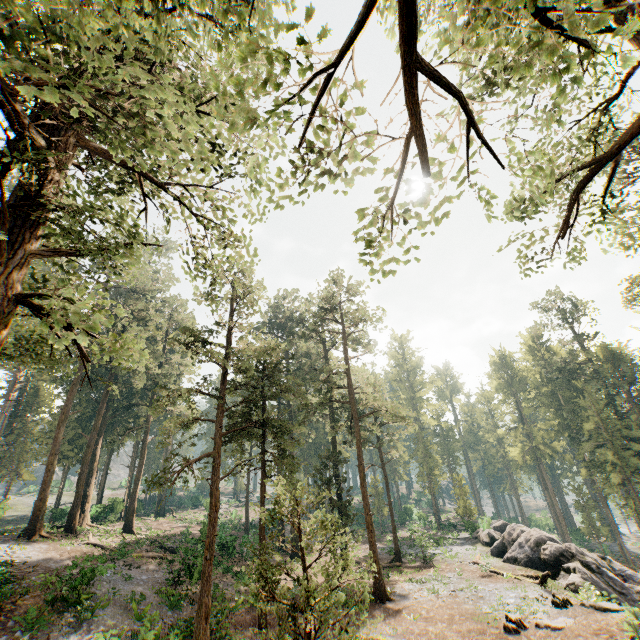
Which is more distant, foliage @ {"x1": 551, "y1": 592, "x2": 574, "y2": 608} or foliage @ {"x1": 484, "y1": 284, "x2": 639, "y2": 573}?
foliage @ {"x1": 484, "y1": 284, "x2": 639, "y2": 573}

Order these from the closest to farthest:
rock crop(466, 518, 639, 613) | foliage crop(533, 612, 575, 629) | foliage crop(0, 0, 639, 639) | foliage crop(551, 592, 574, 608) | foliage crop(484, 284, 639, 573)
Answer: foliage crop(0, 0, 639, 639) → foliage crop(533, 612, 575, 629) → foliage crop(551, 592, 574, 608) → rock crop(466, 518, 639, 613) → foliage crop(484, 284, 639, 573)

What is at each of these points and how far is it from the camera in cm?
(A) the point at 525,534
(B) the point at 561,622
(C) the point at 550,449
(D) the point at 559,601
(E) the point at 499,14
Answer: (A) rock, 2808
(B) foliage, 1561
(C) foliage, 5059
(D) foliage, 1783
(E) foliage, 389

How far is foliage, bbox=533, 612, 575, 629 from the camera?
15.25m

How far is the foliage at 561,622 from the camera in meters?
15.2
